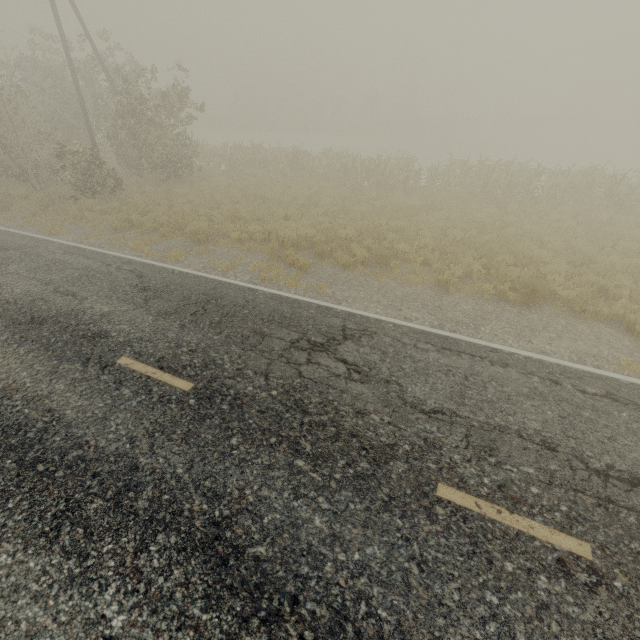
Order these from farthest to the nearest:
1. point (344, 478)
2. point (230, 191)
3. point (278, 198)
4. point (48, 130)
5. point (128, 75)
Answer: point (128, 75), point (48, 130), point (230, 191), point (278, 198), point (344, 478)
